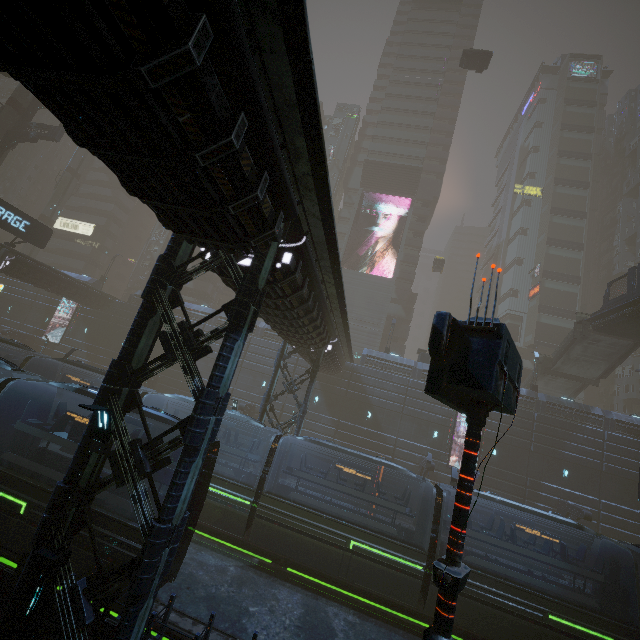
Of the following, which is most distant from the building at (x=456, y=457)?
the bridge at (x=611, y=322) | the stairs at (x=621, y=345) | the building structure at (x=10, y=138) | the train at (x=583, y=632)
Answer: the bridge at (x=611, y=322)

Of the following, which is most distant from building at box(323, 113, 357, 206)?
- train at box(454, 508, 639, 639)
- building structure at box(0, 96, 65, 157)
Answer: train at box(454, 508, 639, 639)

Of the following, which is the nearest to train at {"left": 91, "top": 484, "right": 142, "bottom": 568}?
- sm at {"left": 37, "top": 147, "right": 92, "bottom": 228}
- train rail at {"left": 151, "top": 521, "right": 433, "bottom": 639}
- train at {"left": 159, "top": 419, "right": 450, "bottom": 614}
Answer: train rail at {"left": 151, "top": 521, "right": 433, "bottom": 639}

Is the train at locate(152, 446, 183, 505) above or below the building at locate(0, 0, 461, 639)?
below

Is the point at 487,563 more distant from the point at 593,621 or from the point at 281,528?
the point at 281,528

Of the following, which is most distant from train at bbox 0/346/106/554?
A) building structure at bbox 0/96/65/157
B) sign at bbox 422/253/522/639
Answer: building structure at bbox 0/96/65/157

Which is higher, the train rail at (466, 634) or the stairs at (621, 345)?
the stairs at (621, 345)

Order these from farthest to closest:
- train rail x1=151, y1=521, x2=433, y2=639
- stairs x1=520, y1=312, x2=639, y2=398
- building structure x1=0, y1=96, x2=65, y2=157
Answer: building structure x1=0, y1=96, x2=65, y2=157, stairs x1=520, y1=312, x2=639, y2=398, train rail x1=151, y1=521, x2=433, y2=639
